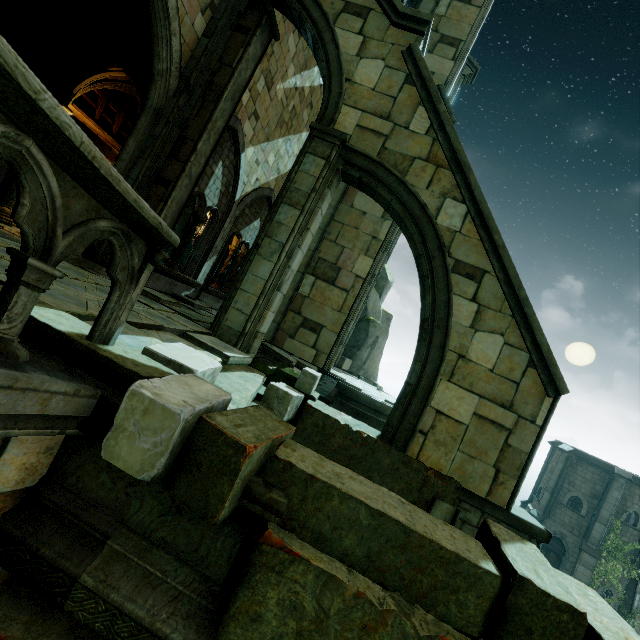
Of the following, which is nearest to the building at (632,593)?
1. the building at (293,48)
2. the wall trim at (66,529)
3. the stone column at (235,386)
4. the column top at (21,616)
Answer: the building at (293,48)

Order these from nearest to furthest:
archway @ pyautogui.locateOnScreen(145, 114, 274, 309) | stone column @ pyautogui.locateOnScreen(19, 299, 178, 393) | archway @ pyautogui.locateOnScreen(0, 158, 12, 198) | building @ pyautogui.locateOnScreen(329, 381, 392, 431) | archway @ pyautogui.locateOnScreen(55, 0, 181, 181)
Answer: stone column @ pyautogui.locateOnScreen(19, 299, 178, 393) < archway @ pyautogui.locateOnScreen(55, 0, 181, 181) < archway @ pyautogui.locateOnScreen(0, 158, 12, 198) < archway @ pyautogui.locateOnScreen(145, 114, 274, 309) < building @ pyautogui.locateOnScreen(329, 381, 392, 431)

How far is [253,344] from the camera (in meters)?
6.28

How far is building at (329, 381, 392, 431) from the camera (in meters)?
10.05

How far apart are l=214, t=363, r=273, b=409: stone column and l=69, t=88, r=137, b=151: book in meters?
8.5 m

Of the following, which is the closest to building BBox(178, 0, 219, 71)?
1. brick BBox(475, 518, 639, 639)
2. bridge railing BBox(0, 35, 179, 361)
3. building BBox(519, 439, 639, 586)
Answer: bridge railing BBox(0, 35, 179, 361)

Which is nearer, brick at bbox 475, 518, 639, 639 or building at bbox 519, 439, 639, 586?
brick at bbox 475, 518, 639, 639

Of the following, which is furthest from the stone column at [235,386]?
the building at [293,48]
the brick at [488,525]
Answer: the building at [293,48]
